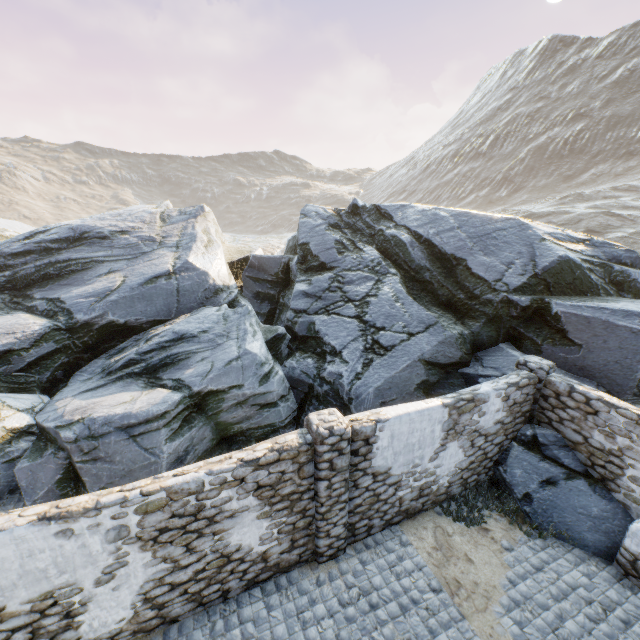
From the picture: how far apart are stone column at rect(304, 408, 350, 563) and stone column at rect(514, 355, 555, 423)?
5.3 meters

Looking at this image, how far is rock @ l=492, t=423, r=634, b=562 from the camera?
6.9 meters

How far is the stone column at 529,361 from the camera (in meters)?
8.02

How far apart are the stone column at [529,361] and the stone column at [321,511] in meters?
5.3 m

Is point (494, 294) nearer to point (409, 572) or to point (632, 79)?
point (409, 572)

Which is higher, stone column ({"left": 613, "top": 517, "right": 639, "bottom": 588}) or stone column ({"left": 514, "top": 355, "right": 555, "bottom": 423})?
stone column ({"left": 514, "top": 355, "right": 555, "bottom": 423})

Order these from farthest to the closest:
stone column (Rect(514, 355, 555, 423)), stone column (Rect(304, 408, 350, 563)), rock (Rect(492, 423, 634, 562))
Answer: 1. stone column (Rect(514, 355, 555, 423))
2. rock (Rect(492, 423, 634, 562))
3. stone column (Rect(304, 408, 350, 563))

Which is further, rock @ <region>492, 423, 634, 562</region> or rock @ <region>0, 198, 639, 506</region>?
rock @ <region>0, 198, 639, 506</region>
